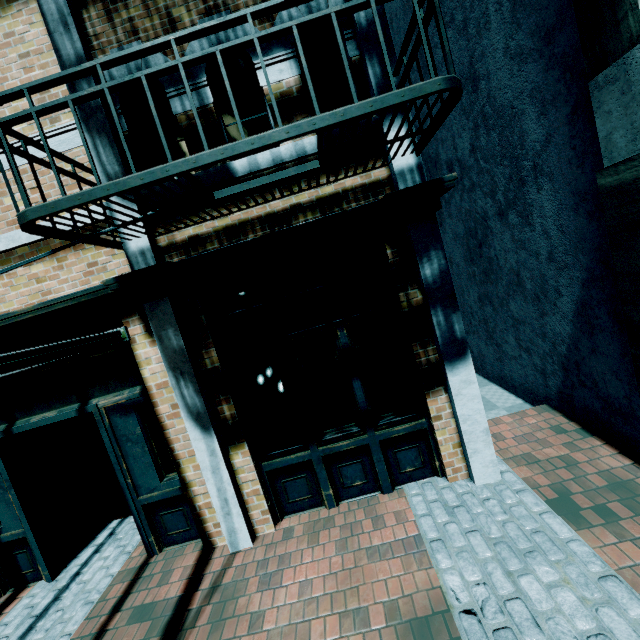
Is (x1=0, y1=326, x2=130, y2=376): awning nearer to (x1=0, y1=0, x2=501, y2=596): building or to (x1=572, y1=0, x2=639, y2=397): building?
(x1=0, y1=0, x2=501, y2=596): building

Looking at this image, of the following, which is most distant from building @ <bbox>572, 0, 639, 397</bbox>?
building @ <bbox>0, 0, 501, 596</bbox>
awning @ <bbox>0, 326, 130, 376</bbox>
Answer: awning @ <bbox>0, 326, 130, 376</bbox>

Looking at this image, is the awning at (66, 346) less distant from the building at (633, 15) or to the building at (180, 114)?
the building at (180, 114)

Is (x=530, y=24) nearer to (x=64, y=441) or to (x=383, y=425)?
(x=383, y=425)
